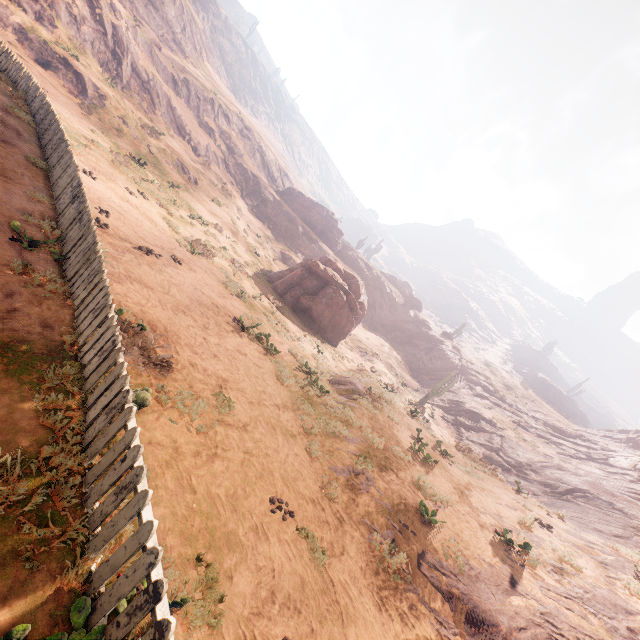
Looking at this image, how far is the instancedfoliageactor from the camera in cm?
2347

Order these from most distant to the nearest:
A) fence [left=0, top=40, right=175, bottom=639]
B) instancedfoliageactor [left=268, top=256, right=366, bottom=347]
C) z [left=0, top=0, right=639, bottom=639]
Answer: instancedfoliageactor [left=268, top=256, right=366, bottom=347], z [left=0, top=0, right=639, bottom=639], fence [left=0, top=40, right=175, bottom=639]

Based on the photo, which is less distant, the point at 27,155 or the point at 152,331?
the point at 152,331

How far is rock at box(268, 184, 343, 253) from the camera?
51.8m

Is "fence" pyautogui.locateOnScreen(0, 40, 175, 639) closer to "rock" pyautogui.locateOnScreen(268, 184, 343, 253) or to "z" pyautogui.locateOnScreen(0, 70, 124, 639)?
"z" pyautogui.locateOnScreen(0, 70, 124, 639)

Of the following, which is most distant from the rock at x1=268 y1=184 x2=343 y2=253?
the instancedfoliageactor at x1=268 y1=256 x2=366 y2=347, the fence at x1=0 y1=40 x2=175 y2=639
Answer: the fence at x1=0 y1=40 x2=175 y2=639

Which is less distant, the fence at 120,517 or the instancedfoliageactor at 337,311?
the fence at 120,517

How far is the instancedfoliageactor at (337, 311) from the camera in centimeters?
2347cm
